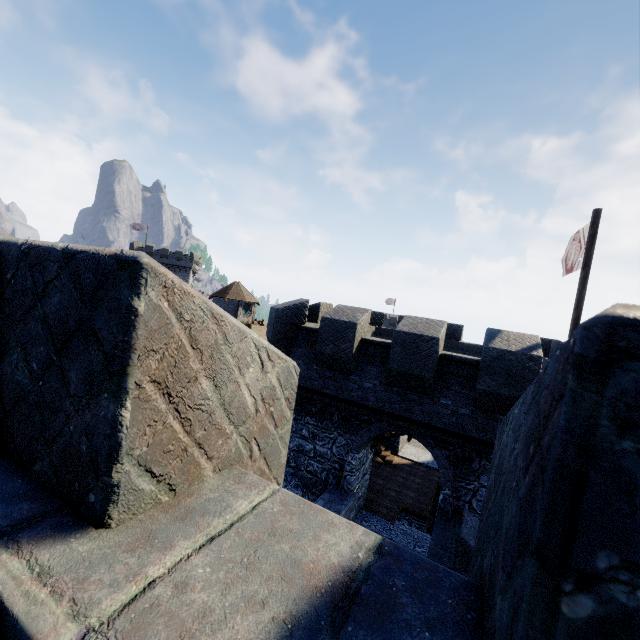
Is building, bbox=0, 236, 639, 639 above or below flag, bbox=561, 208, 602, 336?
below

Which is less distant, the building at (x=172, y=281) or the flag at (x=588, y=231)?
the building at (x=172, y=281)

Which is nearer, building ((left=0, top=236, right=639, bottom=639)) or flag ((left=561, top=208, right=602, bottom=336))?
building ((left=0, top=236, right=639, bottom=639))

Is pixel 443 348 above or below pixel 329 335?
below

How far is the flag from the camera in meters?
9.0

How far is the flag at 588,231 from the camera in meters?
9.0 m
